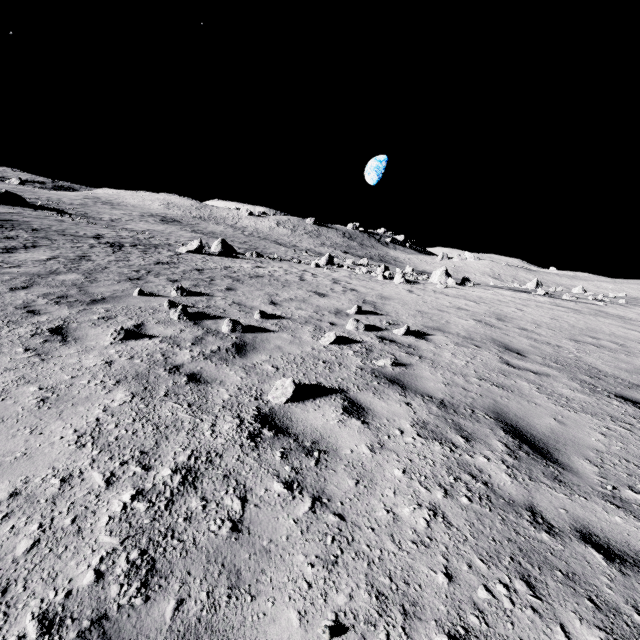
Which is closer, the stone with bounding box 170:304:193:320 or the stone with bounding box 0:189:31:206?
the stone with bounding box 170:304:193:320

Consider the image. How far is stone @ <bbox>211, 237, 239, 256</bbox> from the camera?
26.1 meters

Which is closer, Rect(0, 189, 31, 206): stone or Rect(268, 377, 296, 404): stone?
Rect(268, 377, 296, 404): stone

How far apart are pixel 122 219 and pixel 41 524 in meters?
57.5

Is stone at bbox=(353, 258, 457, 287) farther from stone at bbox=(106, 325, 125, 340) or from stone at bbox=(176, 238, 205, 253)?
stone at bbox=(106, 325, 125, 340)

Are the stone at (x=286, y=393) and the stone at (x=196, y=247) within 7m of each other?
no

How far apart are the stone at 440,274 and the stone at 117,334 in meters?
22.4 m

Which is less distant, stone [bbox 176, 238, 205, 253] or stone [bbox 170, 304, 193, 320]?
stone [bbox 170, 304, 193, 320]
